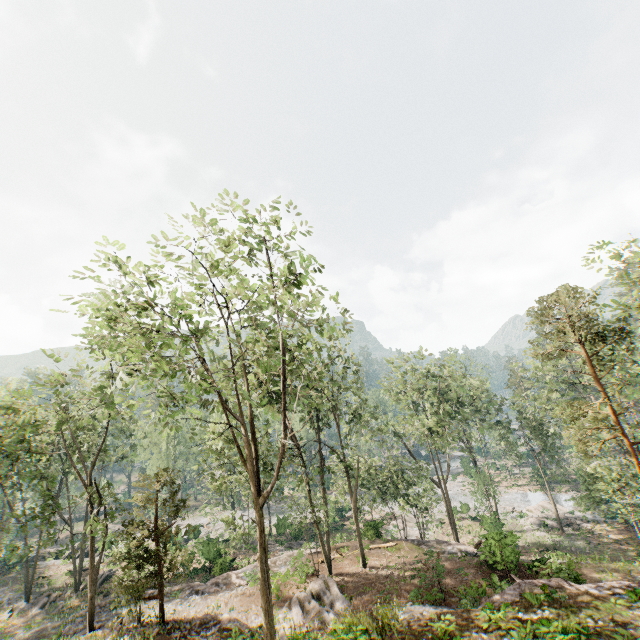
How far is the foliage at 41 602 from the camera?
28.3 meters

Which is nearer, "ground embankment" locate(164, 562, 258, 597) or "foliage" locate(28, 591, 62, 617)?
"ground embankment" locate(164, 562, 258, 597)

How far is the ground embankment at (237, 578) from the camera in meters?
24.3

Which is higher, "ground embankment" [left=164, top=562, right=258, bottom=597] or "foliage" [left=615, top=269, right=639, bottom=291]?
"foliage" [left=615, top=269, right=639, bottom=291]

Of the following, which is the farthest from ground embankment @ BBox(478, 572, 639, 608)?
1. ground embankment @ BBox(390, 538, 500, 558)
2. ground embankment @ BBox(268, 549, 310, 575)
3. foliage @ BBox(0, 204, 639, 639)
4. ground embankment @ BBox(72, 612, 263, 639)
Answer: ground embankment @ BBox(268, 549, 310, 575)

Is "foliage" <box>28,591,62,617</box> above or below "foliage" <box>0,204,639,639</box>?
below

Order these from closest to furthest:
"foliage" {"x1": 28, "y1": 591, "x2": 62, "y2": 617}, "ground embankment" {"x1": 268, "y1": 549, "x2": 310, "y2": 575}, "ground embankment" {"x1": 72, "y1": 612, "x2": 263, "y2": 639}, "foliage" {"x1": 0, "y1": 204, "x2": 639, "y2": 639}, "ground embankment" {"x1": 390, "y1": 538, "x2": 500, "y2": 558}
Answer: "foliage" {"x1": 0, "y1": 204, "x2": 639, "y2": 639}, "ground embankment" {"x1": 72, "y1": 612, "x2": 263, "y2": 639}, "ground embankment" {"x1": 390, "y1": 538, "x2": 500, "y2": 558}, "ground embankment" {"x1": 268, "y1": 549, "x2": 310, "y2": 575}, "foliage" {"x1": 28, "y1": 591, "x2": 62, "y2": 617}

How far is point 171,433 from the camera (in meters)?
18.53
